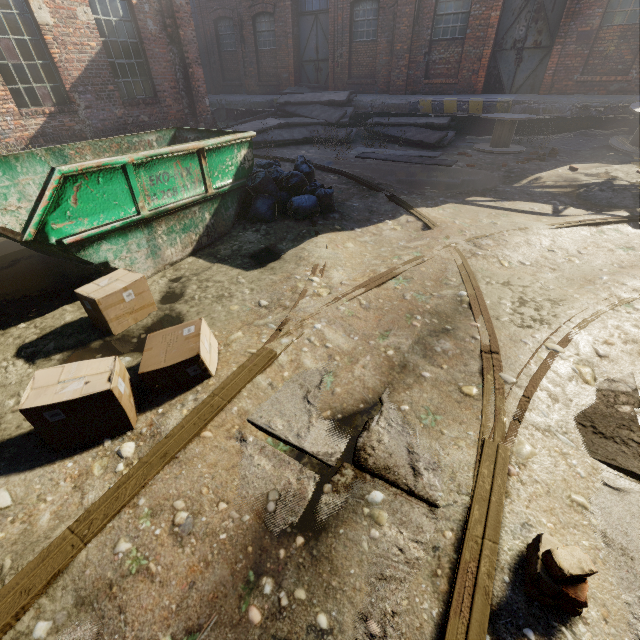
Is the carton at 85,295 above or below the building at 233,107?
below

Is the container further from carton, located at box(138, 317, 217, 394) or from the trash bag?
carton, located at box(138, 317, 217, 394)

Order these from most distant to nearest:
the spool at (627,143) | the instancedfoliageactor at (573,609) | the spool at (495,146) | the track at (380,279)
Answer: the spool at (495,146) → the spool at (627,143) → the track at (380,279) → the instancedfoliageactor at (573,609)

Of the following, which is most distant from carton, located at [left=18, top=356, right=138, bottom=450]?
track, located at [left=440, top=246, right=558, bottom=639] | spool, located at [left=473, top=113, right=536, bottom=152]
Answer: spool, located at [left=473, top=113, right=536, bottom=152]

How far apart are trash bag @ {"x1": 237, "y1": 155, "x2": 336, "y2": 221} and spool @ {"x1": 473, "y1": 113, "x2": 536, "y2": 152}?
7.0m

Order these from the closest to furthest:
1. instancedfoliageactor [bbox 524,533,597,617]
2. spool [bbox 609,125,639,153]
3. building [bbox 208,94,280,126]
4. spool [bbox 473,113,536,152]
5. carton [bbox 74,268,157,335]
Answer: instancedfoliageactor [bbox 524,533,597,617], carton [bbox 74,268,157,335], spool [bbox 609,125,639,153], spool [bbox 473,113,536,152], building [bbox 208,94,280,126]

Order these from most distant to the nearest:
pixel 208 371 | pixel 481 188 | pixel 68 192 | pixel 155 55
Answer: pixel 155 55, pixel 481 188, pixel 68 192, pixel 208 371

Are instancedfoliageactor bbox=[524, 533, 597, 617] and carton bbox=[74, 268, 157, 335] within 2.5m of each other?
no
